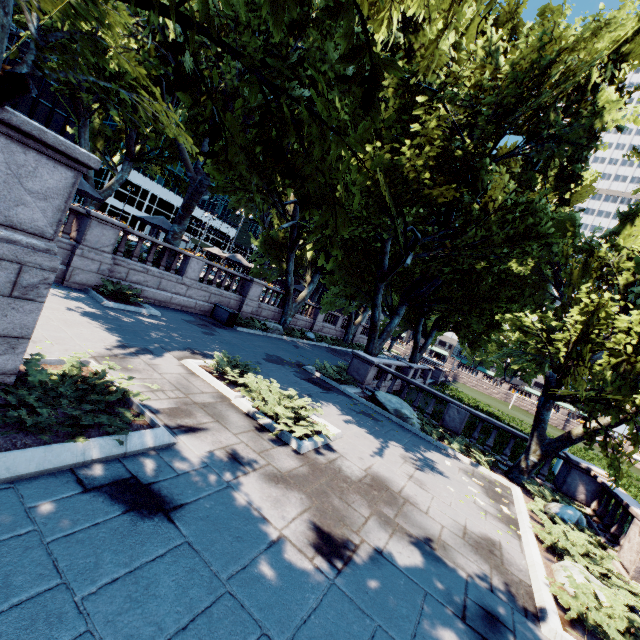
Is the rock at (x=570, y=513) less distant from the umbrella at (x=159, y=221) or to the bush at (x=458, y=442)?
the bush at (x=458, y=442)

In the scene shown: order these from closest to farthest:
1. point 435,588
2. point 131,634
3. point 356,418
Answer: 1. point 131,634
2. point 435,588
3. point 356,418

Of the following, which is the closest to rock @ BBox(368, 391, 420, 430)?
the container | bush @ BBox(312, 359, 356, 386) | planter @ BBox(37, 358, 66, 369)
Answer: bush @ BBox(312, 359, 356, 386)

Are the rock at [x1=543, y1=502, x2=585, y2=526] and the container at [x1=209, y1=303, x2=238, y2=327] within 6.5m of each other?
no

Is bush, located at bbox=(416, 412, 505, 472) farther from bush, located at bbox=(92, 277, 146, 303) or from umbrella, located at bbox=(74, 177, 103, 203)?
umbrella, located at bbox=(74, 177, 103, 203)

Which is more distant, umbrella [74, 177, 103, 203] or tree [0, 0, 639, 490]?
umbrella [74, 177, 103, 203]

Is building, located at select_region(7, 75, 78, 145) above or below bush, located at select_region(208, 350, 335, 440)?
above

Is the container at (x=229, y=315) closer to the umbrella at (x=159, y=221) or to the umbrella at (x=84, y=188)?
the umbrella at (x=159, y=221)
